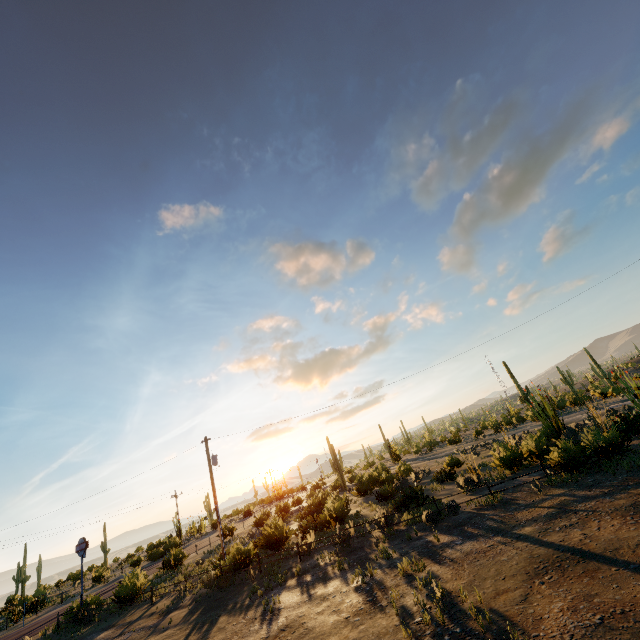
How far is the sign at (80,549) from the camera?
21.98m

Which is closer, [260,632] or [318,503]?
[260,632]

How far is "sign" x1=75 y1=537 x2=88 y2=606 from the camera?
22.0m
